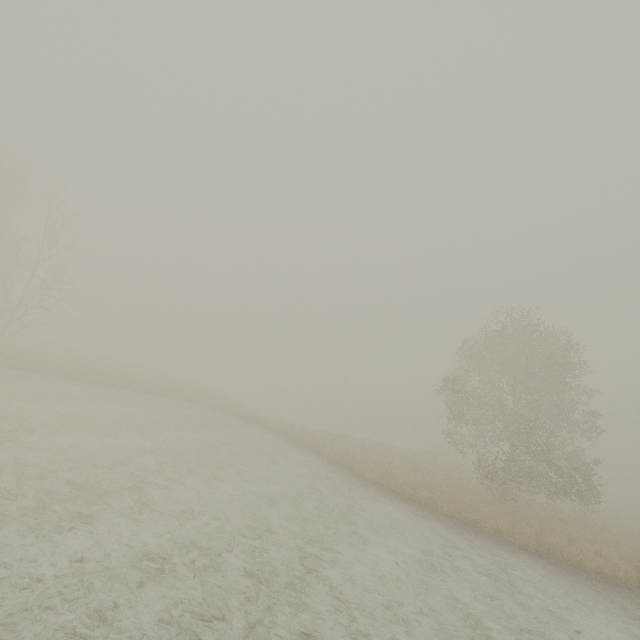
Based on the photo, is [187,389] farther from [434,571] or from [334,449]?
[434,571]
